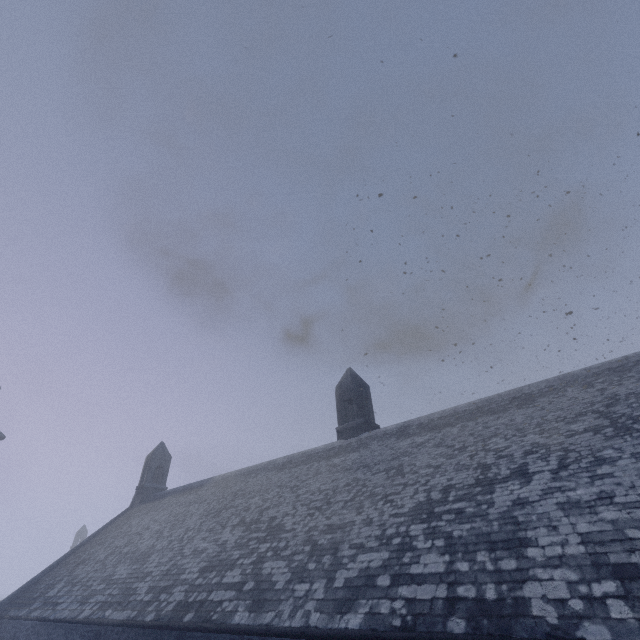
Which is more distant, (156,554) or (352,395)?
(352,395)
